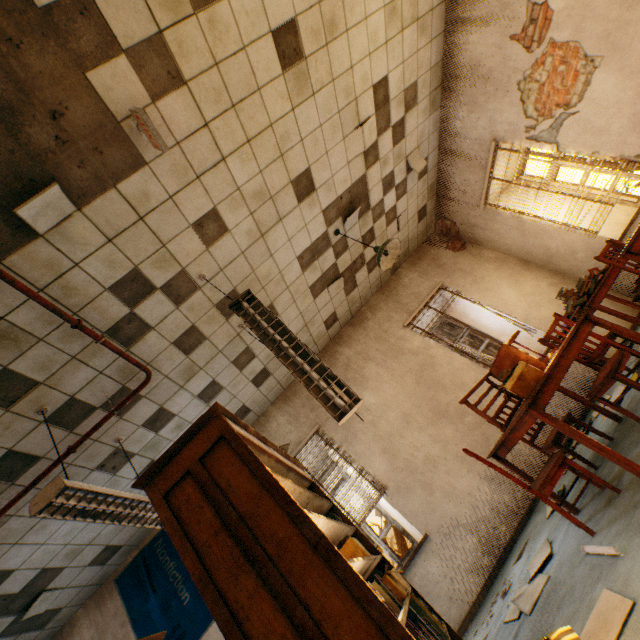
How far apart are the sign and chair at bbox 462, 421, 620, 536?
3.36m

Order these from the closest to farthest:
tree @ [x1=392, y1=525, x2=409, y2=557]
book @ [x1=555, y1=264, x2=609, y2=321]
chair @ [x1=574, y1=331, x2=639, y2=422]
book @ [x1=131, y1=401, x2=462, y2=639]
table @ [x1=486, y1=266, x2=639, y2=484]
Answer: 1. book @ [x1=131, y1=401, x2=462, y2=639]
2. table @ [x1=486, y1=266, x2=639, y2=484]
3. chair @ [x1=574, y1=331, x2=639, y2=422]
4. book @ [x1=555, y1=264, x2=609, y2=321]
5. tree @ [x1=392, y1=525, x2=409, y2=557]

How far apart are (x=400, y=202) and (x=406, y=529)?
5.50m

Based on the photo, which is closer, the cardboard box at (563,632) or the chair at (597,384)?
the cardboard box at (563,632)

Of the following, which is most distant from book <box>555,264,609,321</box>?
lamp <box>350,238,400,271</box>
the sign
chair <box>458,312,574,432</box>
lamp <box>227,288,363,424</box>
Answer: the sign

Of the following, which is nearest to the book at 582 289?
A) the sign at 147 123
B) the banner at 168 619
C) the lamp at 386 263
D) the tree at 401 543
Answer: the lamp at 386 263

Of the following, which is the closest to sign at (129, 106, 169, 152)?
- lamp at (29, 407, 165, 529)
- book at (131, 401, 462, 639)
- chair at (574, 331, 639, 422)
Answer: book at (131, 401, 462, 639)

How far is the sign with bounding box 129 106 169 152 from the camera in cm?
236
